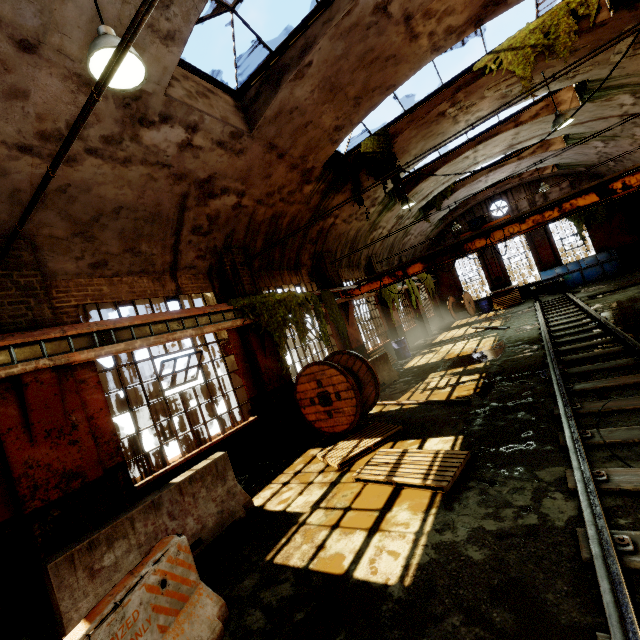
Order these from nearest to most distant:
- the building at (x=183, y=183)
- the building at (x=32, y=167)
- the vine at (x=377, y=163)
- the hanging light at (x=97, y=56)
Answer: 1. the hanging light at (x=97, y=56)
2. the building at (x=32, y=167)
3. the building at (x=183, y=183)
4. the vine at (x=377, y=163)

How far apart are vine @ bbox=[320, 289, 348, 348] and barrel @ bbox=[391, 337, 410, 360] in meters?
4.3

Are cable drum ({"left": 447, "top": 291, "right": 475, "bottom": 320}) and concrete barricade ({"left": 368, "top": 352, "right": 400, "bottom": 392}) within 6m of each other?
no

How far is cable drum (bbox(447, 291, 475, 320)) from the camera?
23.2 meters

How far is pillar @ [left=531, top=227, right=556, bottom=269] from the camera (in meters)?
21.48

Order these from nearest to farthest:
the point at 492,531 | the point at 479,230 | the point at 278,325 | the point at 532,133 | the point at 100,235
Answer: the point at 492,531 < the point at 100,235 < the point at 278,325 < the point at 479,230 < the point at 532,133

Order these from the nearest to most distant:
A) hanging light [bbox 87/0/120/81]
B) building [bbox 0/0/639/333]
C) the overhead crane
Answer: hanging light [bbox 87/0/120/81], building [bbox 0/0/639/333], the overhead crane

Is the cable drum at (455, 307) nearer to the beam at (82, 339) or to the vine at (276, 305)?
the vine at (276, 305)
